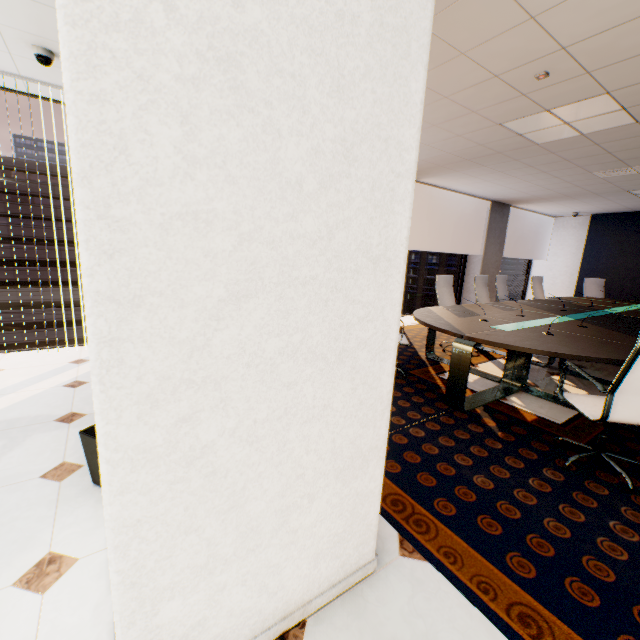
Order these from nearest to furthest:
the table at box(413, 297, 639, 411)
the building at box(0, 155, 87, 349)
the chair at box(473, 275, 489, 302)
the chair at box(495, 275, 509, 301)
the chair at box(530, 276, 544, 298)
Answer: the table at box(413, 297, 639, 411), the chair at box(473, 275, 489, 302), the chair at box(495, 275, 509, 301), the chair at box(530, 276, 544, 298), the building at box(0, 155, 87, 349)

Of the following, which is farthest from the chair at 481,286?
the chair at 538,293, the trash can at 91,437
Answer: the trash can at 91,437

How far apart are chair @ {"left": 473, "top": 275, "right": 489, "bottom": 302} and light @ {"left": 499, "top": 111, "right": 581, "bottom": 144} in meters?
2.2 m

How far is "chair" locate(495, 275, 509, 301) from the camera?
6.6m

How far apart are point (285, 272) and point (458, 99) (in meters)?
3.44

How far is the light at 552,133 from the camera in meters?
3.5

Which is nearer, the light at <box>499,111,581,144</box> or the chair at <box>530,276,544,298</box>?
the light at <box>499,111,581,144</box>

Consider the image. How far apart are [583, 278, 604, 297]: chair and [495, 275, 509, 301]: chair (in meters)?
2.54
